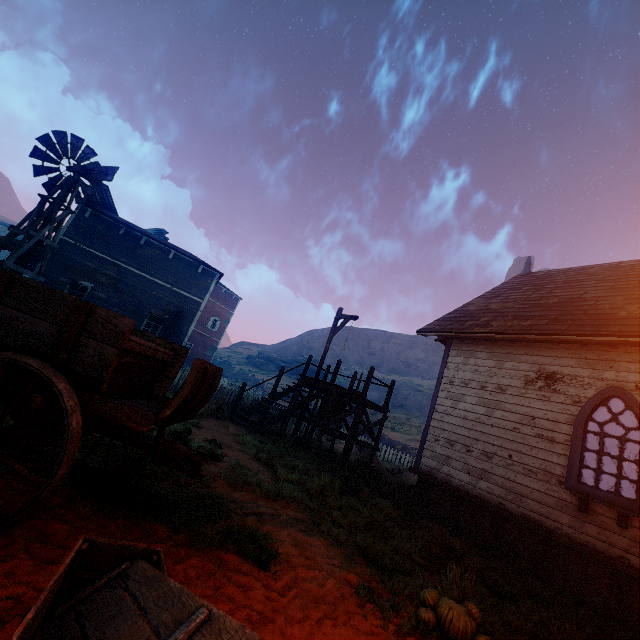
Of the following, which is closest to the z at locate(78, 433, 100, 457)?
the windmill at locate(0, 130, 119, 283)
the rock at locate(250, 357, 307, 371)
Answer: the windmill at locate(0, 130, 119, 283)

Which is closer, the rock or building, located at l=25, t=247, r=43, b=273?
building, located at l=25, t=247, r=43, b=273

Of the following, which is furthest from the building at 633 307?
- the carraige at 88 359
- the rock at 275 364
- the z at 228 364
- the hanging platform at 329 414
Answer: the rock at 275 364

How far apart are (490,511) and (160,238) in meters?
21.4

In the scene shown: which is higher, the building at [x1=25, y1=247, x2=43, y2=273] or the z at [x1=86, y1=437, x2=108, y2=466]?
the building at [x1=25, y1=247, x2=43, y2=273]

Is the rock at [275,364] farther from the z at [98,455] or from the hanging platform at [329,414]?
the hanging platform at [329,414]

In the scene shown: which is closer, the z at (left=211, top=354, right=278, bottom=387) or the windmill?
the windmill

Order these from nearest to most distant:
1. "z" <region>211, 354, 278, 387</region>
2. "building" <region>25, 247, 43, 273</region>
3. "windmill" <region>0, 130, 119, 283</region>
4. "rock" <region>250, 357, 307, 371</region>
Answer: "windmill" <region>0, 130, 119, 283</region> → "building" <region>25, 247, 43, 273</region> → "z" <region>211, 354, 278, 387</region> → "rock" <region>250, 357, 307, 371</region>
